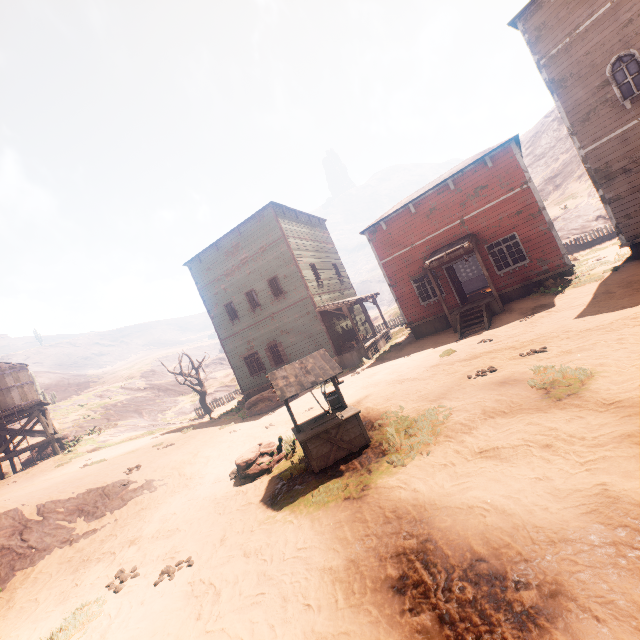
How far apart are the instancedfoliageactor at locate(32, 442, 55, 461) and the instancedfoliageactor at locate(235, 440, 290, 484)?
22.3m

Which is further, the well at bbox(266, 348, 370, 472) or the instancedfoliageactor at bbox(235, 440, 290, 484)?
the instancedfoliageactor at bbox(235, 440, 290, 484)

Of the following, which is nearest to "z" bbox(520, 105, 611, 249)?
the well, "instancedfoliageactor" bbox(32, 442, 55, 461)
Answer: the well

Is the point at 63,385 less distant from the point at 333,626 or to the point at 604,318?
the point at 333,626

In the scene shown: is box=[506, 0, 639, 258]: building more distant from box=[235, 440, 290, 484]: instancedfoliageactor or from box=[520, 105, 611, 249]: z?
box=[235, 440, 290, 484]: instancedfoliageactor

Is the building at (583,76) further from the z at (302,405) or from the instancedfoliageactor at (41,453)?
the instancedfoliageactor at (41,453)

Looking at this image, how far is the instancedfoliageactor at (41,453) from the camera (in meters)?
22.64

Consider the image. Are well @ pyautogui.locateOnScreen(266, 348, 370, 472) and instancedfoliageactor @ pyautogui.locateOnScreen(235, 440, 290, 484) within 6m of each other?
yes
